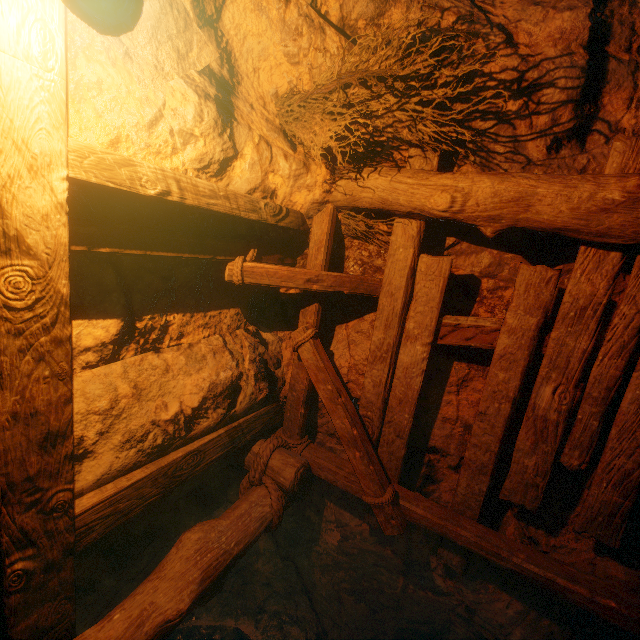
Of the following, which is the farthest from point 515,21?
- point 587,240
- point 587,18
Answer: point 587,240

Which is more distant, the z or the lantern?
the z

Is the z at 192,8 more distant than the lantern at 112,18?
Yes
